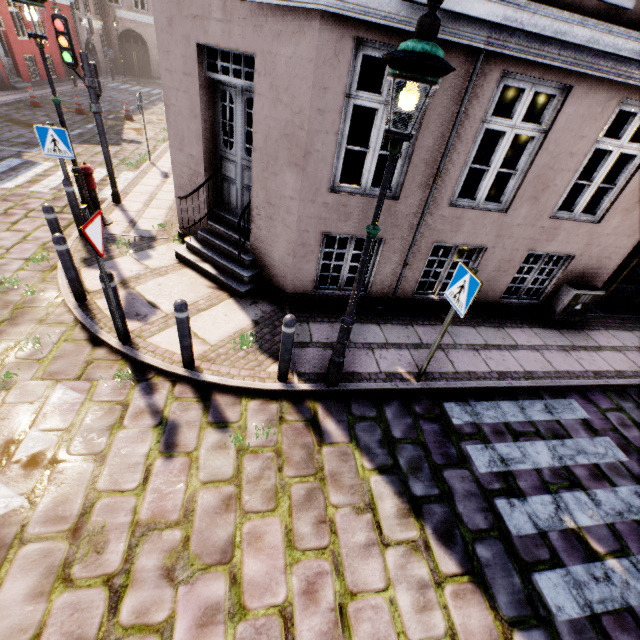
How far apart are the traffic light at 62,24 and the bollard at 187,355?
6.16m

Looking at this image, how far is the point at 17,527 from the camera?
→ 2.9m

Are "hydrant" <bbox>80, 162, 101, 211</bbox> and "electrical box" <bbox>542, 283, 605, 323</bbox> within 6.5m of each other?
no

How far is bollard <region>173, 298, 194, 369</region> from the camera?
3.8 meters

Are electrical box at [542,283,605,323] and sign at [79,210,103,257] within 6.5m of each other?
no

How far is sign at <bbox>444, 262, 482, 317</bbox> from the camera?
3.6 meters

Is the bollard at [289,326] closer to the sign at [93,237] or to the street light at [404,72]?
the street light at [404,72]

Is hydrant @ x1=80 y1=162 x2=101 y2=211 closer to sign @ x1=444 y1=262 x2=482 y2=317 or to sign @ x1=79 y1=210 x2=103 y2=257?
sign @ x1=79 y1=210 x2=103 y2=257
